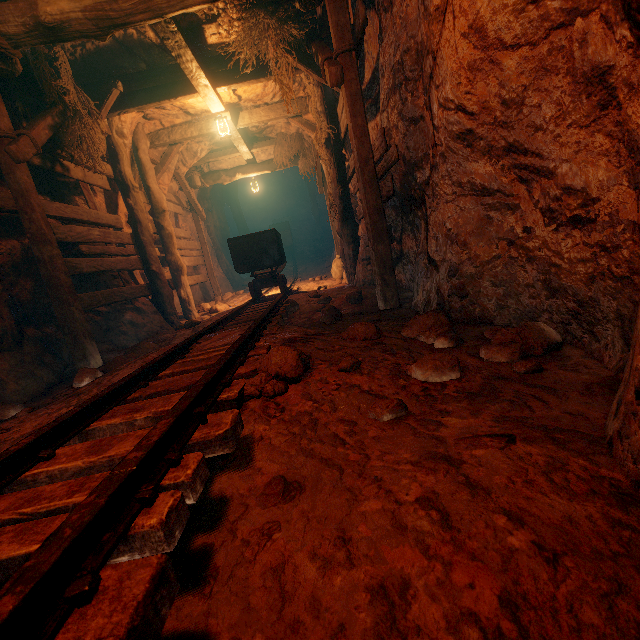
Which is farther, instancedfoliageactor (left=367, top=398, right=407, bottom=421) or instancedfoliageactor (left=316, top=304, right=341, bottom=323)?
instancedfoliageactor (left=316, top=304, right=341, bottom=323)

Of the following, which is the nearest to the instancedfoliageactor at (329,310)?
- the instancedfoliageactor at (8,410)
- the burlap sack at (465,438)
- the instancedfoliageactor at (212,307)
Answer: the burlap sack at (465,438)

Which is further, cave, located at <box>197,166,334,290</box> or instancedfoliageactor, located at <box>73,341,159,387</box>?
cave, located at <box>197,166,334,290</box>

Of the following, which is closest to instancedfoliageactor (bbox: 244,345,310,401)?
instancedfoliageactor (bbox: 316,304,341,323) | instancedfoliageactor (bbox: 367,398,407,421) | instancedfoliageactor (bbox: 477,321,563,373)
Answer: instancedfoliageactor (bbox: 367,398,407,421)

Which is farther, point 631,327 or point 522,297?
point 522,297

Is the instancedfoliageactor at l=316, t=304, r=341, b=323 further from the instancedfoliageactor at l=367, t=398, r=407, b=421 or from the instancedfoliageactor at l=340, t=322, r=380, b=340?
the instancedfoliageactor at l=367, t=398, r=407, b=421

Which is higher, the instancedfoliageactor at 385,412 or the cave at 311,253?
the instancedfoliageactor at 385,412

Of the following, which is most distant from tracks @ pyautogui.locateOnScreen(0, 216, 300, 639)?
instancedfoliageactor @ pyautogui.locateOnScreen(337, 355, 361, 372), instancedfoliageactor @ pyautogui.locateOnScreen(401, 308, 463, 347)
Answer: instancedfoliageactor @ pyautogui.locateOnScreen(401, 308, 463, 347)
